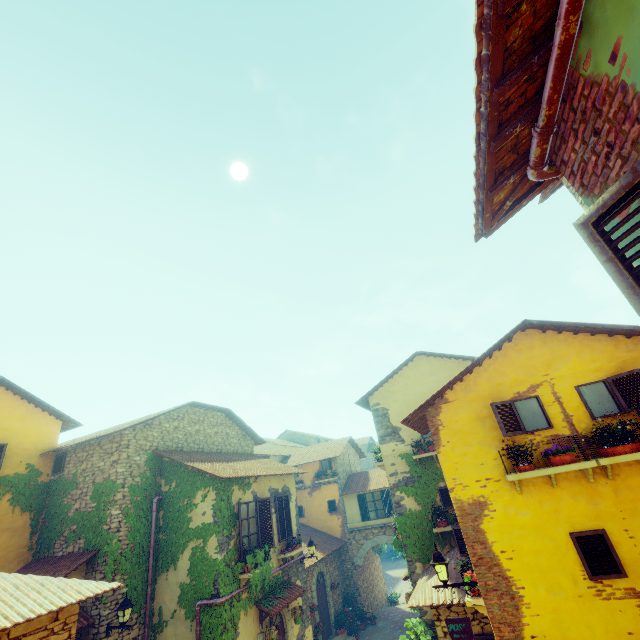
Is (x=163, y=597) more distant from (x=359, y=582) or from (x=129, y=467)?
(x=359, y=582)

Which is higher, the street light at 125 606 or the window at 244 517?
the window at 244 517

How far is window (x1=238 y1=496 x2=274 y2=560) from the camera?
11.1m

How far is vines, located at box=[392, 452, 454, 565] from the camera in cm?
1159

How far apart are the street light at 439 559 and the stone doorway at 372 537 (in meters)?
14.47

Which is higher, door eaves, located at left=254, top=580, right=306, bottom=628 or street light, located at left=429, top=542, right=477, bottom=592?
street light, located at left=429, top=542, right=477, bottom=592

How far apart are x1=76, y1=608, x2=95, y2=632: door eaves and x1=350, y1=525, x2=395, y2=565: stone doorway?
14.7 meters

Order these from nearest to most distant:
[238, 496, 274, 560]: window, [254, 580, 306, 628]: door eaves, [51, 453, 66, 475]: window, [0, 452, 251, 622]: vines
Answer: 1. [0, 452, 251, 622]: vines
2. [254, 580, 306, 628]: door eaves
3. [238, 496, 274, 560]: window
4. [51, 453, 66, 475]: window
